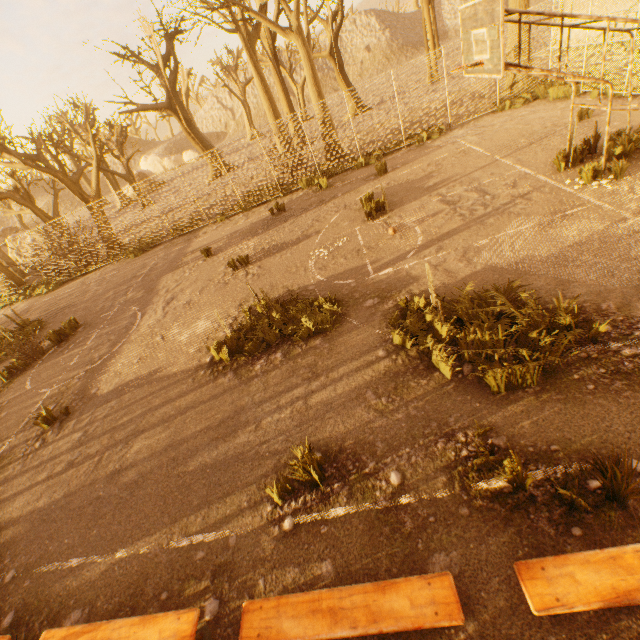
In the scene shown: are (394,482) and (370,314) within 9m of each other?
yes

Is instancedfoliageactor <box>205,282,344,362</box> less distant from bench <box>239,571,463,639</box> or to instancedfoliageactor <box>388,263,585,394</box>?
instancedfoliageactor <box>388,263,585,394</box>

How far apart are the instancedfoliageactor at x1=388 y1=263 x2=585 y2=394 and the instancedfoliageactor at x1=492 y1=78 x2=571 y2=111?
11.72m

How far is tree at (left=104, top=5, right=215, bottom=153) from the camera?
20.7 meters

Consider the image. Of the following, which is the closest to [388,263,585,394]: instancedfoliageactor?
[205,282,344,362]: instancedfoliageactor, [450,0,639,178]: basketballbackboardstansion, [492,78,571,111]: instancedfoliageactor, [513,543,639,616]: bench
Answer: [205,282,344,362]: instancedfoliageactor

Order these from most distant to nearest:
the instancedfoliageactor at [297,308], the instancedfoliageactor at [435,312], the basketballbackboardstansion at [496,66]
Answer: the instancedfoliageactor at [297,308] < the basketballbackboardstansion at [496,66] < the instancedfoliageactor at [435,312]

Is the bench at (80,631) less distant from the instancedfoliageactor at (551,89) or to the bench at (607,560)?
the bench at (607,560)

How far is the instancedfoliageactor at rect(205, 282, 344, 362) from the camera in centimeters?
664cm
